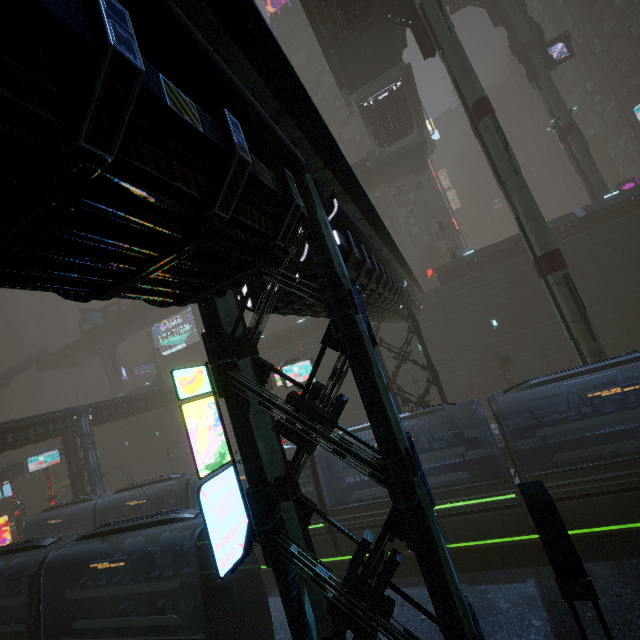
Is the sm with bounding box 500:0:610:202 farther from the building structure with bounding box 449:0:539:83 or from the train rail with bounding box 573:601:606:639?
the train rail with bounding box 573:601:606:639

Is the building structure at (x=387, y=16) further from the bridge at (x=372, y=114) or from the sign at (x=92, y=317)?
the sign at (x=92, y=317)

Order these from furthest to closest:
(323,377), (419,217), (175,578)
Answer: (419,217), (323,377), (175,578)

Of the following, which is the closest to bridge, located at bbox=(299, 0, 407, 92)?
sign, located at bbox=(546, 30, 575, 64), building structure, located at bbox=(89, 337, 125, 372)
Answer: sign, located at bbox=(546, 30, 575, 64)

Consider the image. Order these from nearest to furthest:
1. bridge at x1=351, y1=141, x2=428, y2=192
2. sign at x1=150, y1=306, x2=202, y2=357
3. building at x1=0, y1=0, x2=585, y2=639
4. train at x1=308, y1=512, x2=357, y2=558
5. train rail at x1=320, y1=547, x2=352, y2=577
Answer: building at x1=0, y1=0, x2=585, y2=639, train at x1=308, y1=512, x2=357, y2=558, train rail at x1=320, y1=547, x2=352, y2=577, bridge at x1=351, y1=141, x2=428, y2=192, sign at x1=150, y1=306, x2=202, y2=357

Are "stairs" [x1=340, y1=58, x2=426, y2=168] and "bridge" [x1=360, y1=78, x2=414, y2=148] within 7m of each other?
yes

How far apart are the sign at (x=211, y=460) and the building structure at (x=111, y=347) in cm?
5288

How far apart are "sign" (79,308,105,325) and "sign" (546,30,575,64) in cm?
6050
